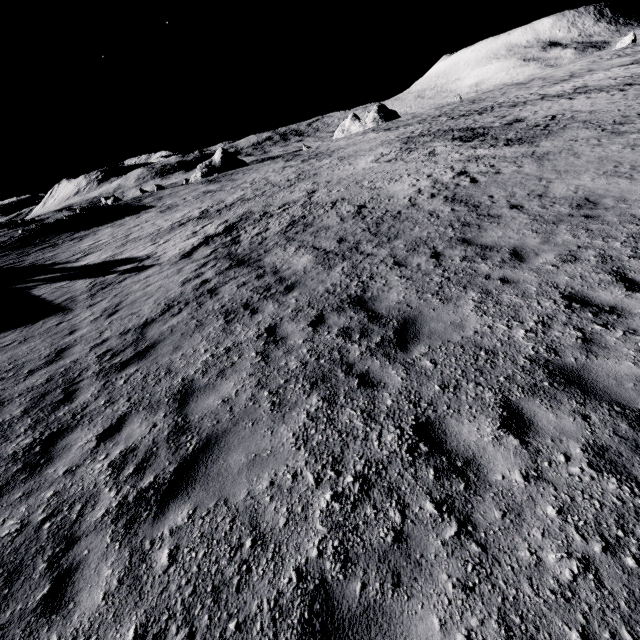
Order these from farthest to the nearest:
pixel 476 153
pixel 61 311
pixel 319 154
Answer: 1. pixel 319 154
2. pixel 476 153
3. pixel 61 311

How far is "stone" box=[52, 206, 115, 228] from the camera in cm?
4033

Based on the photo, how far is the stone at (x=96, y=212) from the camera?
40.33m
